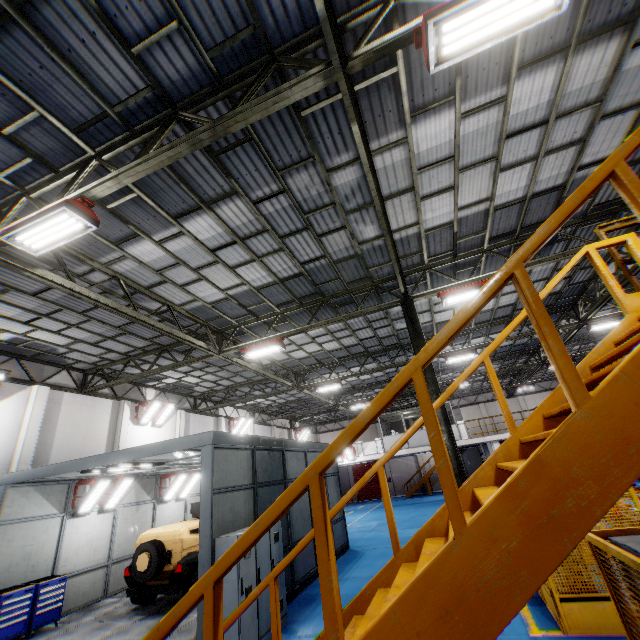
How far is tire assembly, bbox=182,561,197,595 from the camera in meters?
9.6

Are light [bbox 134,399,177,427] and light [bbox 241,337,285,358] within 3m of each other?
no

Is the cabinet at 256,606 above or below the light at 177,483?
below

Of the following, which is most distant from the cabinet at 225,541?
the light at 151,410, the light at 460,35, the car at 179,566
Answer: the light at 151,410

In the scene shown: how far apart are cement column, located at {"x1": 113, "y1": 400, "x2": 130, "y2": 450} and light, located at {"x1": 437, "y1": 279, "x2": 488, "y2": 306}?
16.0 meters

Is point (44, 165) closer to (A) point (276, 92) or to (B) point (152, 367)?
(A) point (276, 92)

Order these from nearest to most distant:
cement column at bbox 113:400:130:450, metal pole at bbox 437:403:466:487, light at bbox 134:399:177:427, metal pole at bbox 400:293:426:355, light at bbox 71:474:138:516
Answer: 1. metal pole at bbox 437:403:466:487
2. metal pole at bbox 400:293:426:355
3. light at bbox 71:474:138:516
4. cement column at bbox 113:400:130:450
5. light at bbox 134:399:177:427

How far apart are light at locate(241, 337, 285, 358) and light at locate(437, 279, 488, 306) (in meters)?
5.67
